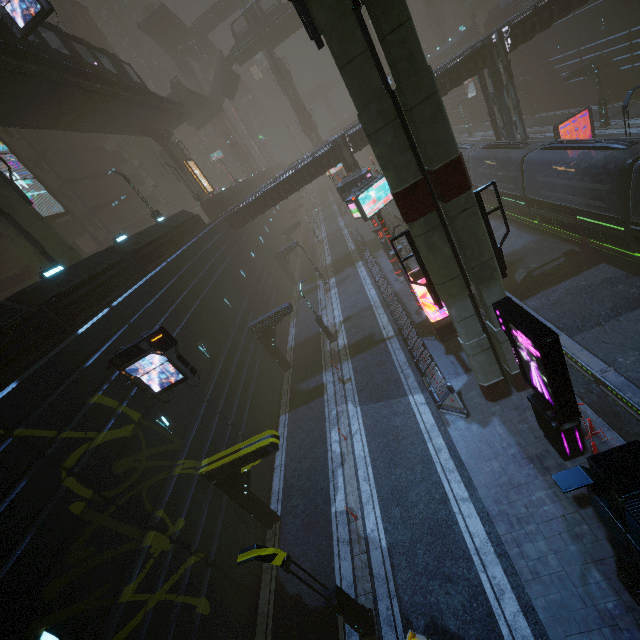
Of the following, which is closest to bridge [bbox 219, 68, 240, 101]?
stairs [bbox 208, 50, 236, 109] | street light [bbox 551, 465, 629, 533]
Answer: stairs [bbox 208, 50, 236, 109]

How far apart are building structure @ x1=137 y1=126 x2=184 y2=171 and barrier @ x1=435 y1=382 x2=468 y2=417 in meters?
37.3 m

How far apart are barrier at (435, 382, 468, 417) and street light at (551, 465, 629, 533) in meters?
7.3

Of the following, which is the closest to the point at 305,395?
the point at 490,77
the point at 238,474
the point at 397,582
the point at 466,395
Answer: the point at 238,474

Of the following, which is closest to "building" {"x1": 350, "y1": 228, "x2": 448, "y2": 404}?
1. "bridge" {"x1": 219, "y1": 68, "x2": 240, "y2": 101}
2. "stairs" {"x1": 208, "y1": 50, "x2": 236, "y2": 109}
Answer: "stairs" {"x1": 208, "y1": 50, "x2": 236, "y2": 109}

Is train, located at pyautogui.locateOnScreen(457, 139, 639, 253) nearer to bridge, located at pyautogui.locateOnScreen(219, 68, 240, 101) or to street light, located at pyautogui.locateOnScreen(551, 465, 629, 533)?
street light, located at pyautogui.locateOnScreen(551, 465, 629, 533)

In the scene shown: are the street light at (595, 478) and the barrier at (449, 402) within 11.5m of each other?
yes

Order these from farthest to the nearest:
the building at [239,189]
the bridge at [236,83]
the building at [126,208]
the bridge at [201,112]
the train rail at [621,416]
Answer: the bridge at [236,83] → the bridge at [201,112] → the building at [239,189] → the train rail at [621,416] → the building at [126,208]
